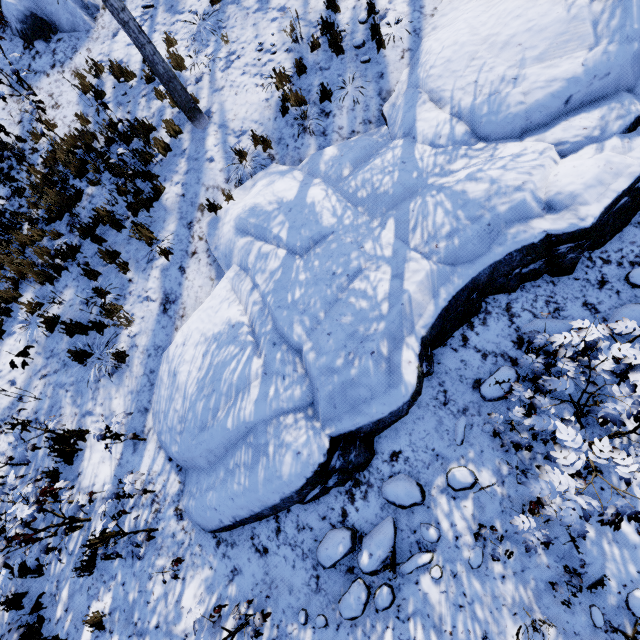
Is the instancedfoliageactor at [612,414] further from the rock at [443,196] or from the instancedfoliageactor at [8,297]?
the instancedfoliageactor at [8,297]

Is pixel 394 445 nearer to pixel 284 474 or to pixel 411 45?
pixel 284 474

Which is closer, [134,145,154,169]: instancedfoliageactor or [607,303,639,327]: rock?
[607,303,639,327]: rock

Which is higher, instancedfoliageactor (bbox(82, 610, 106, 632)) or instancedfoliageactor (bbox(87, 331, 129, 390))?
instancedfoliageactor (bbox(87, 331, 129, 390))

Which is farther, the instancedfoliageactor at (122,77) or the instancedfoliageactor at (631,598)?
the instancedfoliageactor at (122,77)

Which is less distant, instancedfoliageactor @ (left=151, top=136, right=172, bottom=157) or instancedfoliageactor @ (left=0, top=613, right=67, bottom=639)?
instancedfoliageactor @ (left=0, top=613, right=67, bottom=639)

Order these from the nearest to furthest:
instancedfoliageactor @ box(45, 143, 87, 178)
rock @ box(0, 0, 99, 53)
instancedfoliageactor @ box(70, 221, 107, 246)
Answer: instancedfoliageactor @ box(70, 221, 107, 246) → instancedfoliageactor @ box(45, 143, 87, 178) → rock @ box(0, 0, 99, 53)

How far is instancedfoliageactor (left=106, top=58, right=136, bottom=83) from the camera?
7.8 meters
